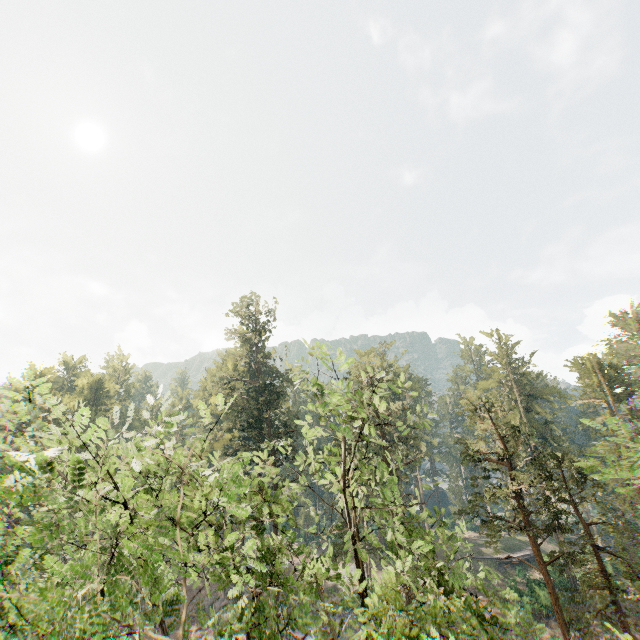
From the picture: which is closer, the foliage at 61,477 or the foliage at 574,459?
the foliage at 61,477

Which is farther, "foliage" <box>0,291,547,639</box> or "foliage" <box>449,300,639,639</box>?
"foliage" <box>449,300,639,639</box>

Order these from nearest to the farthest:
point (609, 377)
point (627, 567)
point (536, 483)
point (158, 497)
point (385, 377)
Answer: point (158, 497) → point (385, 377) → point (627, 567) → point (536, 483) → point (609, 377)
